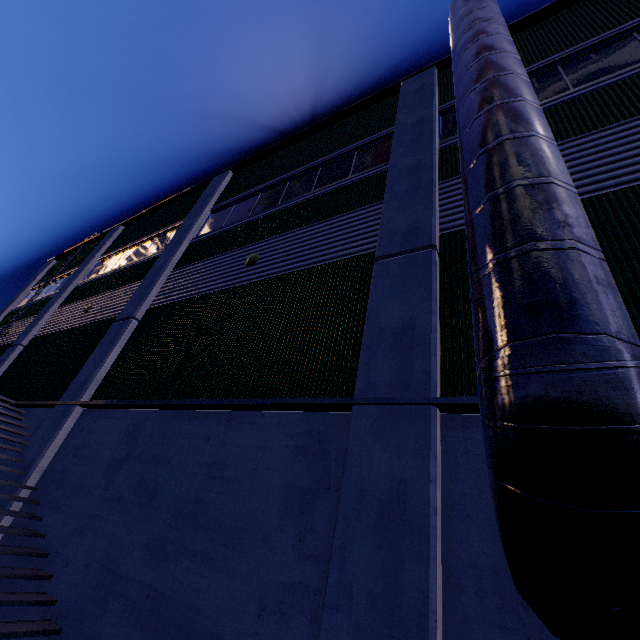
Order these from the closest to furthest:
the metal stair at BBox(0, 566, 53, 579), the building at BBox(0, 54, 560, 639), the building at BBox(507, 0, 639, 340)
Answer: the building at BBox(0, 54, 560, 639)
the building at BBox(507, 0, 639, 340)
the metal stair at BBox(0, 566, 53, 579)

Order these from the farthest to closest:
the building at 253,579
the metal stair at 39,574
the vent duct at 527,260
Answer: the metal stair at 39,574, the building at 253,579, the vent duct at 527,260

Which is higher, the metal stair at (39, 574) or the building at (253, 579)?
the building at (253, 579)

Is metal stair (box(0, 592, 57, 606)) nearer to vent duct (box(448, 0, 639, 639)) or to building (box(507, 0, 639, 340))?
building (box(507, 0, 639, 340))

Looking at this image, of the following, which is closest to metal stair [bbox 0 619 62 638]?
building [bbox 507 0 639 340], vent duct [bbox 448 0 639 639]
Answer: building [bbox 507 0 639 340]

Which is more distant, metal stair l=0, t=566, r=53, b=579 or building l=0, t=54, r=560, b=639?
metal stair l=0, t=566, r=53, b=579

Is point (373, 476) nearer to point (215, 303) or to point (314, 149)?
point (215, 303)
